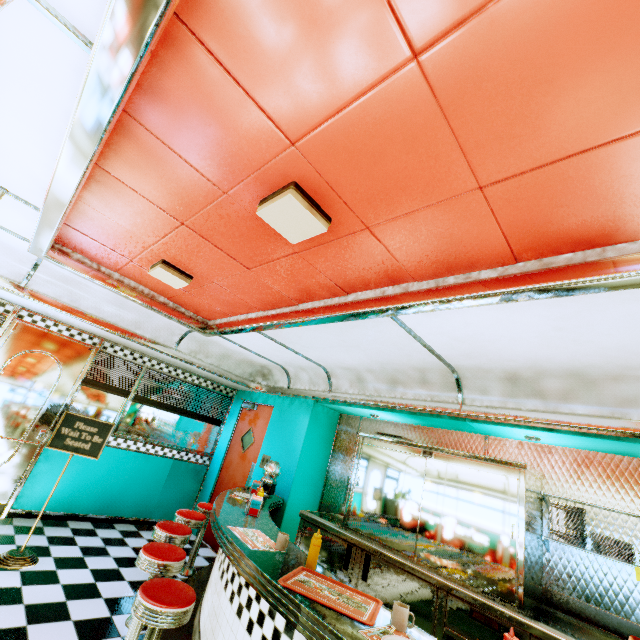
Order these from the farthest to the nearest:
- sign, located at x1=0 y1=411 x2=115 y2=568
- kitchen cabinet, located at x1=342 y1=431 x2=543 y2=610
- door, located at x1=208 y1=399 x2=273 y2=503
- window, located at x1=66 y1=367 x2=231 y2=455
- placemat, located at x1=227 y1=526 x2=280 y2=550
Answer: door, located at x1=208 y1=399 x2=273 y2=503, window, located at x1=66 y1=367 x2=231 y2=455, sign, located at x1=0 y1=411 x2=115 y2=568, kitchen cabinet, located at x1=342 y1=431 x2=543 y2=610, placemat, located at x1=227 y1=526 x2=280 y2=550

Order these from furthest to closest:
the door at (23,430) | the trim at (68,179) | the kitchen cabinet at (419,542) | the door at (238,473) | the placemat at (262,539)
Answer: the door at (238,473), the door at (23,430), the kitchen cabinet at (419,542), the placemat at (262,539), the trim at (68,179)

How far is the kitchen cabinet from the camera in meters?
2.9 m

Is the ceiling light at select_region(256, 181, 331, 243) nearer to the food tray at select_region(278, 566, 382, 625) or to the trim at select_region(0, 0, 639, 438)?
the trim at select_region(0, 0, 639, 438)

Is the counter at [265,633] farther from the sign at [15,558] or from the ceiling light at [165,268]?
the ceiling light at [165,268]

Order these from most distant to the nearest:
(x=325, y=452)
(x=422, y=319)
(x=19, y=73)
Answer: (x=325, y=452) → (x=422, y=319) → (x=19, y=73)

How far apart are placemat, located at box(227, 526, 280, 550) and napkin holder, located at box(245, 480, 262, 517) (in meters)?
0.46

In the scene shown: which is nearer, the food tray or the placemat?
the food tray
